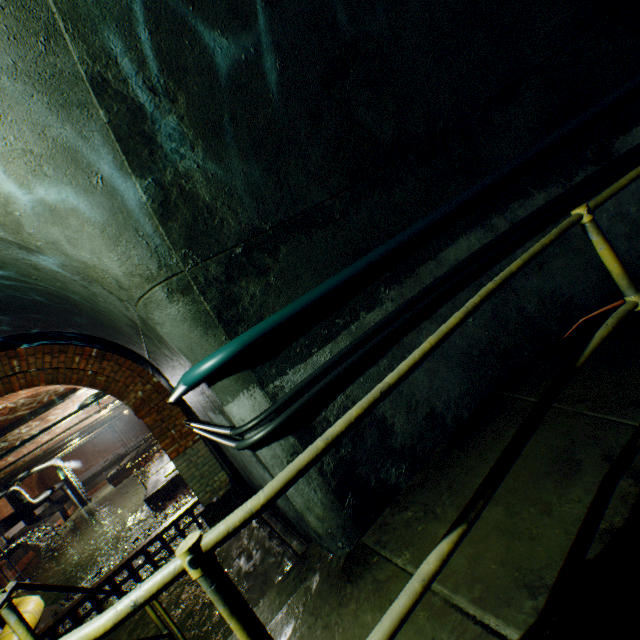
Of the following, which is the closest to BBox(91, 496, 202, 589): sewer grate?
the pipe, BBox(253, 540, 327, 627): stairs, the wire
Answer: the wire

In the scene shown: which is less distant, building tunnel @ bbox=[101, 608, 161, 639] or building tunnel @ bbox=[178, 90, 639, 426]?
building tunnel @ bbox=[178, 90, 639, 426]

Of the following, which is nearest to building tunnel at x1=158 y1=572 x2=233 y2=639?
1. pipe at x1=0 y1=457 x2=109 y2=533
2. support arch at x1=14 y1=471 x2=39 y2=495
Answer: pipe at x1=0 y1=457 x2=109 y2=533

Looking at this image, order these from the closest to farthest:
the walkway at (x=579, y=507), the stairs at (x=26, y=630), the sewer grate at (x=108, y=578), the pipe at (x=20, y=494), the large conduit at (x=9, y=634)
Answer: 1. the walkway at (x=579, y=507)
2. the stairs at (x=26, y=630)
3. the large conduit at (x=9, y=634)
4. the sewer grate at (x=108, y=578)
5. the pipe at (x=20, y=494)

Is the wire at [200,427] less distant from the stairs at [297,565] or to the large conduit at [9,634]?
the stairs at [297,565]

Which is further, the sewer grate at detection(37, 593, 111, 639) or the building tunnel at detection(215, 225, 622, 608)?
the sewer grate at detection(37, 593, 111, 639)

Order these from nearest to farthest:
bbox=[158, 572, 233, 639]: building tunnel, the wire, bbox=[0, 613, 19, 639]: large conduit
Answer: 1. the wire
2. bbox=[158, 572, 233, 639]: building tunnel
3. bbox=[0, 613, 19, 639]: large conduit

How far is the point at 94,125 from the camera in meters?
1.7
